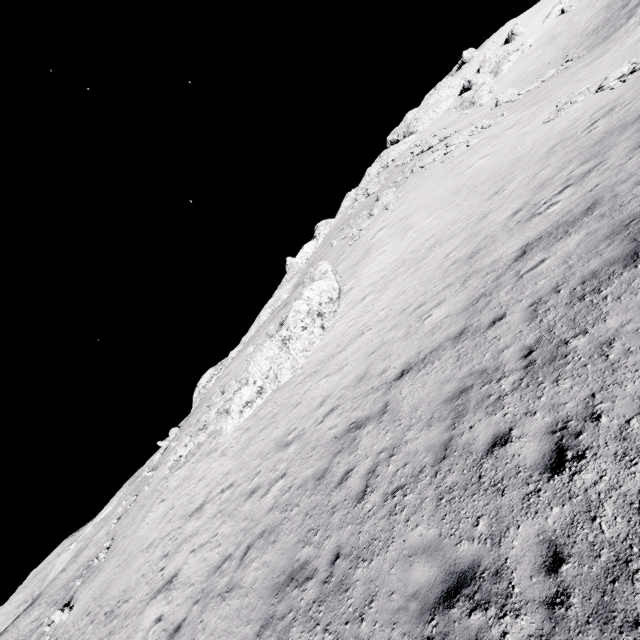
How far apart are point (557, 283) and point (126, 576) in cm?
2058

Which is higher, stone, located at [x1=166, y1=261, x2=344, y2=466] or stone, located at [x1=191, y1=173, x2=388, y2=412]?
stone, located at [x1=191, y1=173, x2=388, y2=412]

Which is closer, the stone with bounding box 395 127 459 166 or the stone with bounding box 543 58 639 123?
the stone with bounding box 543 58 639 123

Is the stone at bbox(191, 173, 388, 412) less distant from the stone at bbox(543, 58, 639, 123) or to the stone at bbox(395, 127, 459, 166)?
the stone at bbox(395, 127, 459, 166)

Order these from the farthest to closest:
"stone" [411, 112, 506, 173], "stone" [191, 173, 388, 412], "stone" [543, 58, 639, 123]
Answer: "stone" [191, 173, 388, 412] → "stone" [411, 112, 506, 173] → "stone" [543, 58, 639, 123]

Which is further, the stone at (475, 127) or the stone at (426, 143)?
the stone at (426, 143)

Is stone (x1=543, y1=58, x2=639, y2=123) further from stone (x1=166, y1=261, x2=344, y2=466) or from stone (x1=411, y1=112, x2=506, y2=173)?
stone (x1=166, y1=261, x2=344, y2=466)

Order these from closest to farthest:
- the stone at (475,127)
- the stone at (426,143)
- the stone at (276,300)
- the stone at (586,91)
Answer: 1. the stone at (586,91)
2. the stone at (475,127)
3. the stone at (276,300)
4. the stone at (426,143)
